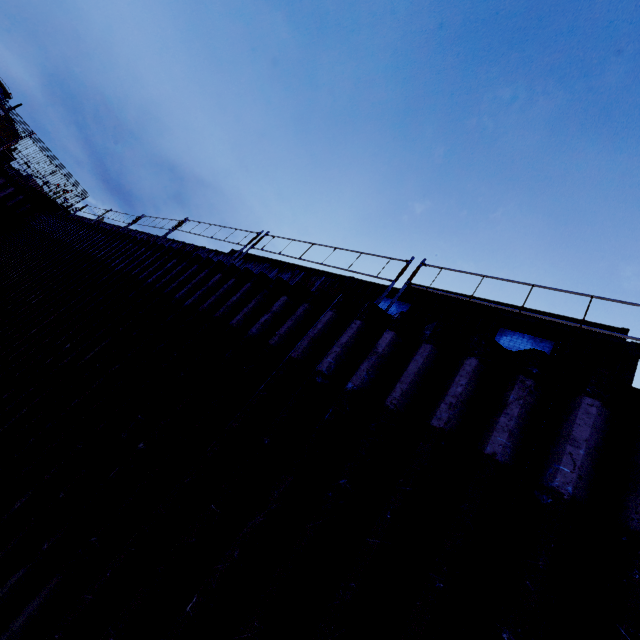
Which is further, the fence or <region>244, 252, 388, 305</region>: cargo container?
the fence

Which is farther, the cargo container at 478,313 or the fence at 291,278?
the fence at 291,278

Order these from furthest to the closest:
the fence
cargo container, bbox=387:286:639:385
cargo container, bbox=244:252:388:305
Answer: the fence < cargo container, bbox=244:252:388:305 < cargo container, bbox=387:286:639:385

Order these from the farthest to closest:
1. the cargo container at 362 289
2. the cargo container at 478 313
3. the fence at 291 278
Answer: the fence at 291 278 < the cargo container at 362 289 < the cargo container at 478 313

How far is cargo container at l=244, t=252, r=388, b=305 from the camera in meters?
8.3

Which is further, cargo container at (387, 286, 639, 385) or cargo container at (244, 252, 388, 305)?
cargo container at (244, 252, 388, 305)

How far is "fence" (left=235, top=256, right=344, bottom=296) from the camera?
9.09m

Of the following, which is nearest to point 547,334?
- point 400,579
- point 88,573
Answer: point 400,579
